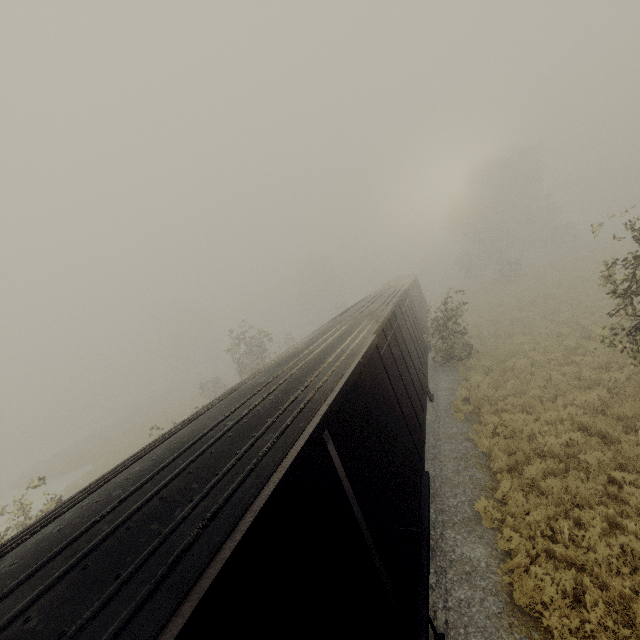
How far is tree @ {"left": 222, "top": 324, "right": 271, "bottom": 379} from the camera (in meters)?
24.84

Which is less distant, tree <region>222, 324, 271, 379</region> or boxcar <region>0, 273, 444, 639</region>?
boxcar <region>0, 273, 444, 639</region>

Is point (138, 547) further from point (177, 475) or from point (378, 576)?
point (378, 576)

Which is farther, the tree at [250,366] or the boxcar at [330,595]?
the tree at [250,366]

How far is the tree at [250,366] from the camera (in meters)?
24.84
